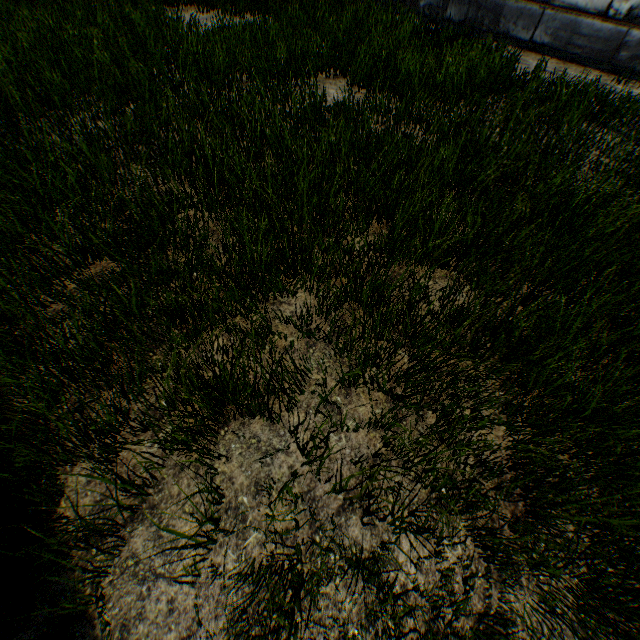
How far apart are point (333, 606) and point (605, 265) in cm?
369
